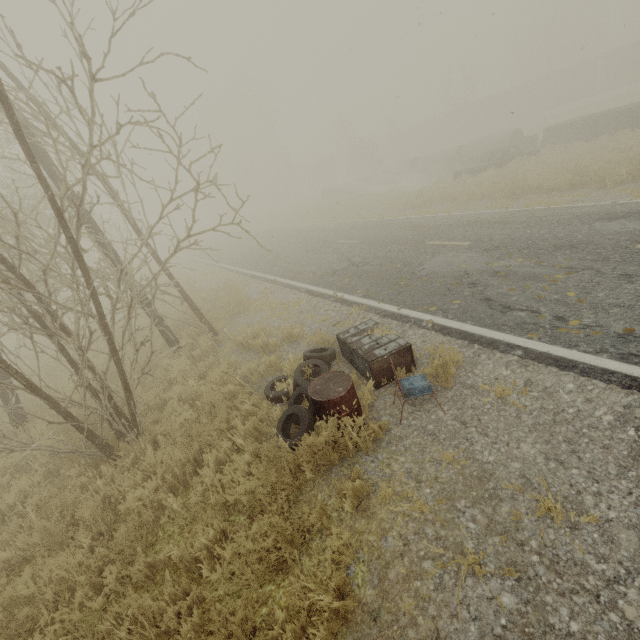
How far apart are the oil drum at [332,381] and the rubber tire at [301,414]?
0.0m

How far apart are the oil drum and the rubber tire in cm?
2

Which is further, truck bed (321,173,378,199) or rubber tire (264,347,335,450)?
truck bed (321,173,378,199)

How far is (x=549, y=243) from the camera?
7.34m

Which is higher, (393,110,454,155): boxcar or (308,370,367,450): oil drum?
(393,110,454,155): boxcar

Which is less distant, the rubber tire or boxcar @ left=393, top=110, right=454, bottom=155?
the rubber tire

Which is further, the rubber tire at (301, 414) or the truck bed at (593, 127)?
the truck bed at (593, 127)

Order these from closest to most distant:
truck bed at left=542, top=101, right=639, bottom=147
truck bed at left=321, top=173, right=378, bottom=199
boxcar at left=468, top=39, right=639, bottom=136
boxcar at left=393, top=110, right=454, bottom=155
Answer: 1. truck bed at left=542, top=101, right=639, bottom=147
2. truck bed at left=321, top=173, right=378, bottom=199
3. boxcar at left=468, top=39, right=639, bottom=136
4. boxcar at left=393, top=110, right=454, bottom=155
